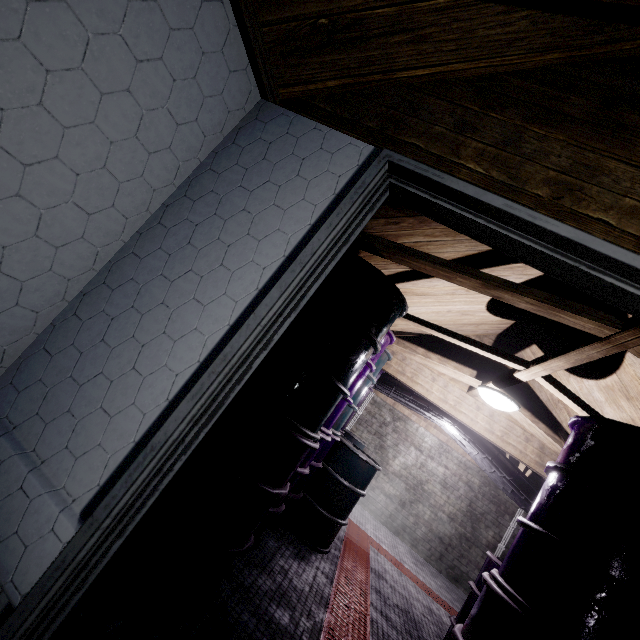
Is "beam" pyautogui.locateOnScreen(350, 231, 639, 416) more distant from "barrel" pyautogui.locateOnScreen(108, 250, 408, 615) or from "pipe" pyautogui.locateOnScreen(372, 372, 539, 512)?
"pipe" pyautogui.locateOnScreen(372, 372, 539, 512)

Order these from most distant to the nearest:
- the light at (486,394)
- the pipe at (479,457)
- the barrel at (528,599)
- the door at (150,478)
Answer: the pipe at (479,457)
the light at (486,394)
the barrel at (528,599)
the door at (150,478)

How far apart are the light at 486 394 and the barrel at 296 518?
1.1 meters

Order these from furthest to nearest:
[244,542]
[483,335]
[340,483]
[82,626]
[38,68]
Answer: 1. [483,335]
2. [340,483]
3. [244,542]
4. [82,626]
5. [38,68]

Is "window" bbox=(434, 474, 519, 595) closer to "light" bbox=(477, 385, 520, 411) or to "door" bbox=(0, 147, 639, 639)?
"light" bbox=(477, 385, 520, 411)

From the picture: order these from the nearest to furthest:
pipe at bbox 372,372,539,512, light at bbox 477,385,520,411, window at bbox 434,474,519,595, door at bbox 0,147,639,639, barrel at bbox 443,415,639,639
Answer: door at bbox 0,147,639,639
barrel at bbox 443,415,639,639
light at bbox 477,385,520,411
pipe at bbox 372,372,539,512
window at bbox 434,474,519,595

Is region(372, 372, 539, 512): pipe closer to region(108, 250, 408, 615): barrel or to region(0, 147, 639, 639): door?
region(108, 250, 408, 615): barrel
